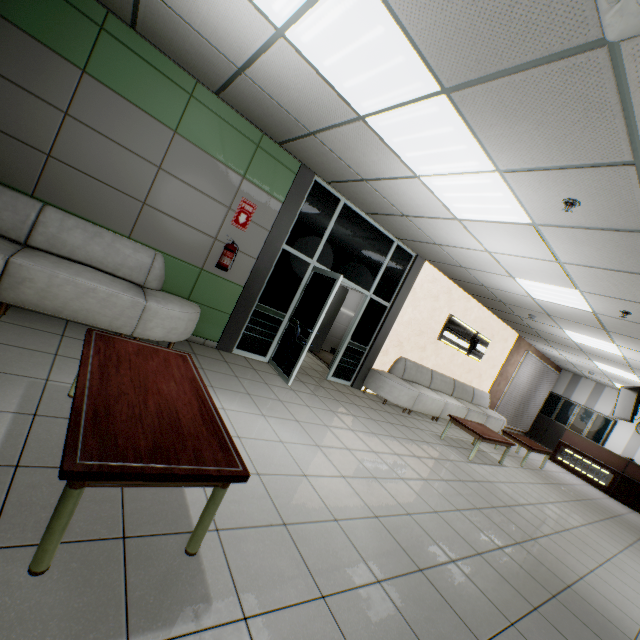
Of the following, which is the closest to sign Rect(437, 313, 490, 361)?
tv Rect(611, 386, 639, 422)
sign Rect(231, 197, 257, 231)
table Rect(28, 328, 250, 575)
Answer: tv Rect(611, 386, 639, 422)

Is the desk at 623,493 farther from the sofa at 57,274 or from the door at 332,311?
the sofa at 57,274

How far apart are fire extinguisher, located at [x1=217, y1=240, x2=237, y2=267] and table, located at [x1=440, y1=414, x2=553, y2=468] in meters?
5.0

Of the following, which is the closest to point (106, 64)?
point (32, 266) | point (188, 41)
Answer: point (188, 41)

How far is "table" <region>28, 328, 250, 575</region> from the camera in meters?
1.3 m

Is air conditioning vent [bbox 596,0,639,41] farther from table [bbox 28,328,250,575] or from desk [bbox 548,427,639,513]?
desk [bbox 548,427,639,513]

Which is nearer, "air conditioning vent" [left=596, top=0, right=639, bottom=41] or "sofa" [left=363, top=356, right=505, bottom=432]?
"air conditioning vent" [left=596, top=0, right=639, bottom=41]

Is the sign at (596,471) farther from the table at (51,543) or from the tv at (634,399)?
the table at (51,543)
